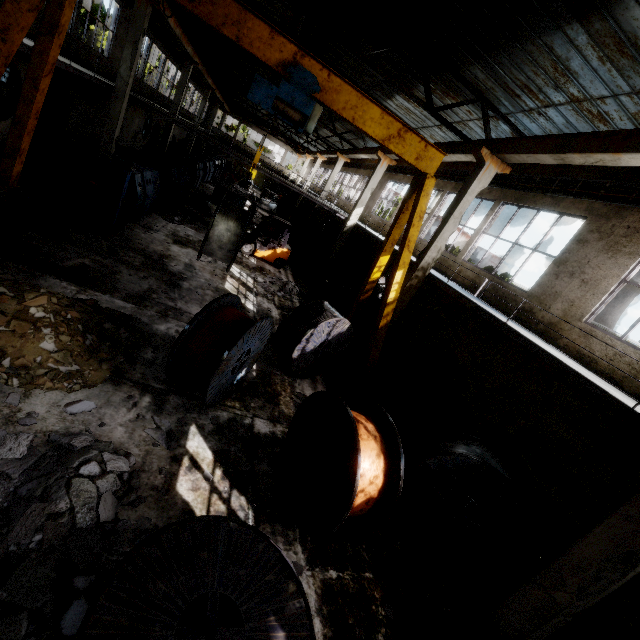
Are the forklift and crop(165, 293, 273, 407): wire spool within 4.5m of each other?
no

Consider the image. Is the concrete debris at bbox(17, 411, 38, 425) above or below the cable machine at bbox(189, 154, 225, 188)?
below

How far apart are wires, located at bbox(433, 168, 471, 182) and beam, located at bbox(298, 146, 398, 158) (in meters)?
2.44

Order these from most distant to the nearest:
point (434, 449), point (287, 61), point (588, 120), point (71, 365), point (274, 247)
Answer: point (274, 247) < point (588, 120) < point (287, 61) < point (434, 449) < point (71, 365)

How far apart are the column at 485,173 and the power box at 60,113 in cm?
1676

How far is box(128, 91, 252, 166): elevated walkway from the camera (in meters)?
15.95

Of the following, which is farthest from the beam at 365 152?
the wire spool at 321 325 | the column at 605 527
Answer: the wire spool at 321 325

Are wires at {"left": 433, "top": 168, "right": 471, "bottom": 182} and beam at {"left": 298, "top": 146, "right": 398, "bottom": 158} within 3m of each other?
yes
